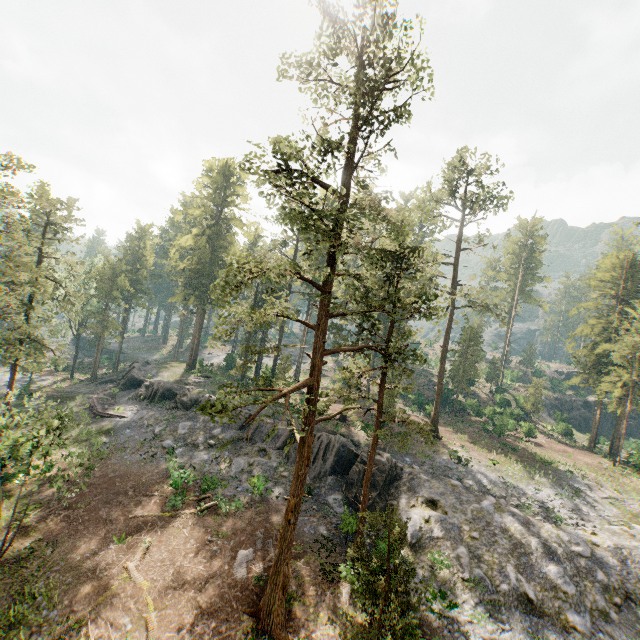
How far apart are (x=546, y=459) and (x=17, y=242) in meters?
53.4

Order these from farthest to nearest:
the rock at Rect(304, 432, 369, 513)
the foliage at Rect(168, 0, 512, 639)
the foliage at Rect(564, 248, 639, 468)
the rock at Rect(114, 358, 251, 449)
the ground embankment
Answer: the foliage at Rect(564, 248, 639, 468) → the ground embankment → the rock at Rect(114, 358, 251, 449) → the rock at Rect(304, 432, 369, 513) → the foliage at Rect(168, 0, 512, 639)

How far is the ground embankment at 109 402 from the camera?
34.2 meters

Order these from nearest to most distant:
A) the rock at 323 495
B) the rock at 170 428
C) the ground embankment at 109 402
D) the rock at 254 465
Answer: the rock at 323 495 → the rock at 254 465 → the rock at 170 428 → the ground embankment at 109 402

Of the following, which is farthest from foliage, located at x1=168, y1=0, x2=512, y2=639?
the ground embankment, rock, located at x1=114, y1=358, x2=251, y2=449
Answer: the ground embankment

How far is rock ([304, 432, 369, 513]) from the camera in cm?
2589

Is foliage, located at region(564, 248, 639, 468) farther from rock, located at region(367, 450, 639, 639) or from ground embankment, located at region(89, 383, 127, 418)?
ground embankment, located at region(89, 383, 127, 418)

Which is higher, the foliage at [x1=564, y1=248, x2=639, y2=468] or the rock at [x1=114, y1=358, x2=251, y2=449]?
the foliage at [x1=564, y1=248, x2=639, y2=468]
